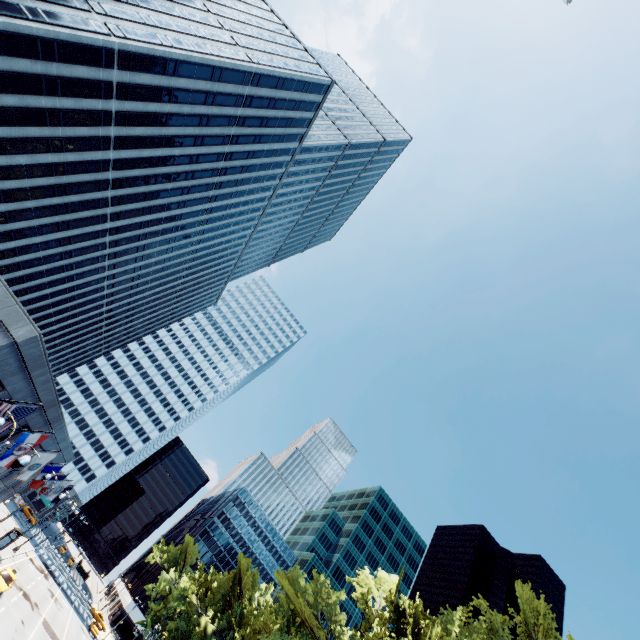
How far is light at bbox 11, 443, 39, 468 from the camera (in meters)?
12.29

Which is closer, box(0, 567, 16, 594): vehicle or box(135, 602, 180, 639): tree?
box(0, 567, 16, 594): vehicle

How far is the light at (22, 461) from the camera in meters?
12.3 m

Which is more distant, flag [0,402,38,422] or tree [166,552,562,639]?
tree [166,552,562,639]

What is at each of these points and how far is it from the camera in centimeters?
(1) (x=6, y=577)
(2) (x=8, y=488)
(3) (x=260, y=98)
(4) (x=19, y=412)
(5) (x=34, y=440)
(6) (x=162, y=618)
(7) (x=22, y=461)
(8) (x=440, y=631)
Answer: (1) vehicle, 2905cm
(2) building, 3331cm
(3) building, 4528cm
(4) flag, 1396cm
(5) flag, 1798cm
(6) tree, 5922cm
(7) light, 1237cm
(8) tree, 1947cm

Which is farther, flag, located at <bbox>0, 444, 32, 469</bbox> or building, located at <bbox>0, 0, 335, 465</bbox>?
building, located at <bbox>0, 0, 335, 465</bbox>

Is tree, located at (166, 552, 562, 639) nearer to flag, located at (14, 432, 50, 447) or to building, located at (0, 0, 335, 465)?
flag, located at (14, 432, 50, 447)

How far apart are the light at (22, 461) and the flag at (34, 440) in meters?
6.4 m
